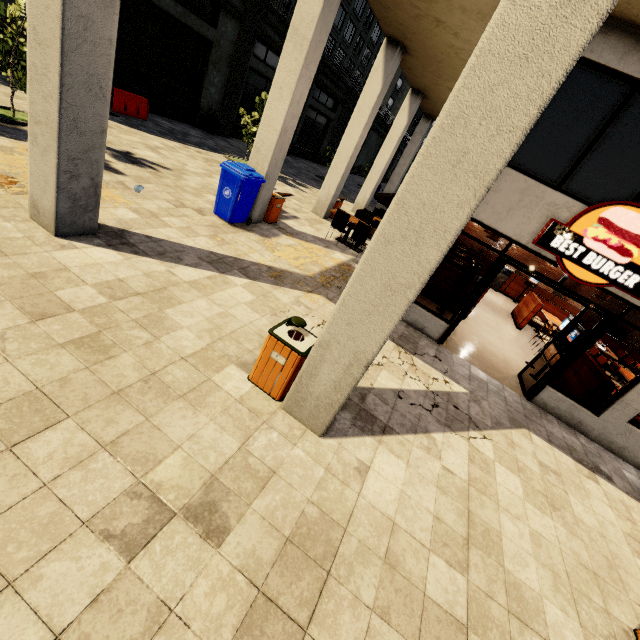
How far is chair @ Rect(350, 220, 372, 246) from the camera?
10.0m

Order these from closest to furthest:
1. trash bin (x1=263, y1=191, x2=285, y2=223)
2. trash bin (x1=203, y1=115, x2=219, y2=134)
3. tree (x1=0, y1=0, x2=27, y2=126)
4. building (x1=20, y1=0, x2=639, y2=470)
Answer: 1. building (x1=20, y1=0, x2=639, y2=470)
2. tree (x1=0, y1=0, x2=27, y2=126)
3. trash bin (x1=263, y1=191, x2=285, y2=223)
4. trash bin (x1=203, y1=115, x2=219, y2=134)

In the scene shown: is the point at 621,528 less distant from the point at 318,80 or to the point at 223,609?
the point at 223,609

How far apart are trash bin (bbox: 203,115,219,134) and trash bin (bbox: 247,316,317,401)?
18.45m

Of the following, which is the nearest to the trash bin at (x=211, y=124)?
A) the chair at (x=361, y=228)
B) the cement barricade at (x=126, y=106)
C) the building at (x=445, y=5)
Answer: the building at (x=445, y=5)

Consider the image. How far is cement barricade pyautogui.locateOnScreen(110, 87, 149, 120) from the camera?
12.41m

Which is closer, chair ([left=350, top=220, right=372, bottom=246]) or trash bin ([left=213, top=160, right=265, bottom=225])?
trash bin ([left=213, top=160, right=265, bottom=225])

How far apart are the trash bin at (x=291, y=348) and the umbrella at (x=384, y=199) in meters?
7.4
